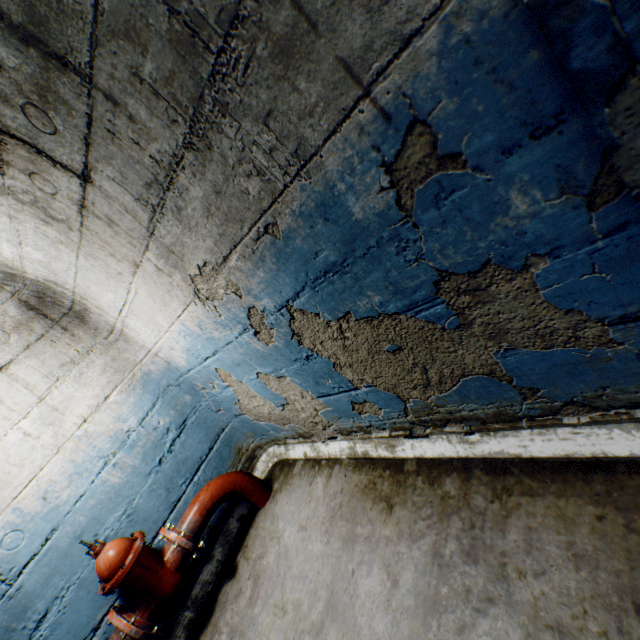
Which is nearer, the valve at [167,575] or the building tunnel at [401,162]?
the building tunnel at [401,162]

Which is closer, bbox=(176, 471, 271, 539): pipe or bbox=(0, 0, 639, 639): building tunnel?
bbox=(0, 0, 639, 639): building tunnel

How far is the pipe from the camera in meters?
2.5 m

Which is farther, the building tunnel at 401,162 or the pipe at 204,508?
the pipe at 204,508

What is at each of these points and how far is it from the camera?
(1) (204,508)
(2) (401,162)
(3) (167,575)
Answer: (1) pipe, 2.54m
(2) building tunnel, 0.87m
(3) valve, 2.26m

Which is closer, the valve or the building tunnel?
the building tunnel
